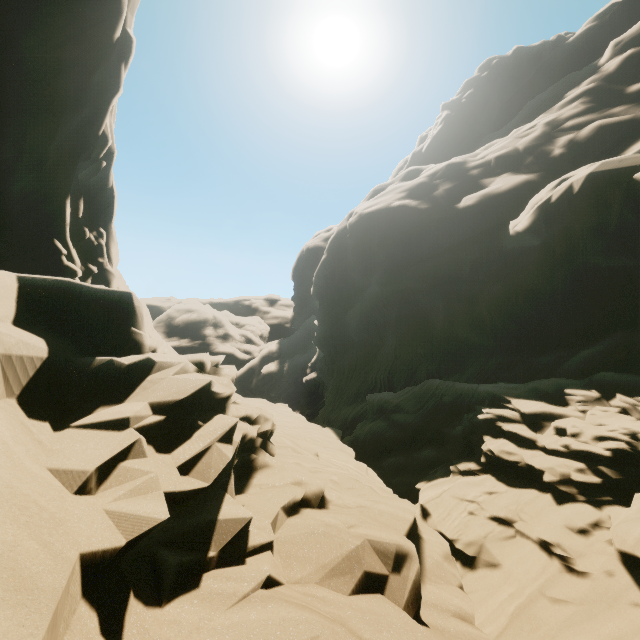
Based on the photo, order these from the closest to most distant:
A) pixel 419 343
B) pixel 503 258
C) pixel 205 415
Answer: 1. pixel 205 415
2. pixel 503 258
3. pixel 419 343
